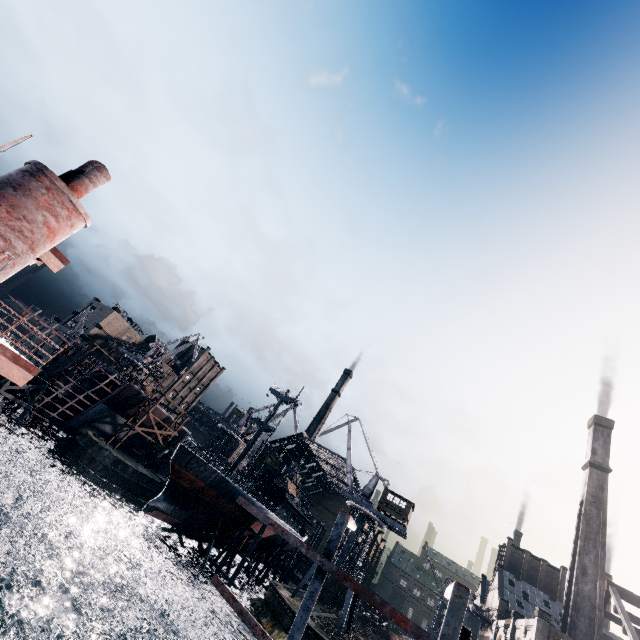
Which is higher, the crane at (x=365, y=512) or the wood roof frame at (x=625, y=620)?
the wood roof frame at (x=625, y=620)

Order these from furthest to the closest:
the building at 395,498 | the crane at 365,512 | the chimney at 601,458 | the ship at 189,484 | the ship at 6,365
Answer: the building at 395,498, the crane at 365,512, the ship at 189,484, the chimney at 601,458, the ship at 6,365

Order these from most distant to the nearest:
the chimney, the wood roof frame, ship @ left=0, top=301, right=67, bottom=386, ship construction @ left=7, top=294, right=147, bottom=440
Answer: ship construction @ left=7, top=294, right=147, bottom=440
the chimney
the wood roof frame
ship @ left=0, top=301, right=67, bottom=386

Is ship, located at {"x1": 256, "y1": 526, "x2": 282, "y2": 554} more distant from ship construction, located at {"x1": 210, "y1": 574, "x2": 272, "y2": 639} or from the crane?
ship construction, located at {"x1": 210, "y1": 574, "x2": 272, "y2": 639}

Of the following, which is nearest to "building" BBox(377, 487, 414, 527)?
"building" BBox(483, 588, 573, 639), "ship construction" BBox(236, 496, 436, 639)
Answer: "building" BBox(483, 588, 573, 639)

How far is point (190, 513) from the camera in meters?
40.8

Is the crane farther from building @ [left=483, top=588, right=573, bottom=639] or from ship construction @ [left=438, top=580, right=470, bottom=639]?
ship construction @ [left=438, top=580, right=470, bottom=639]

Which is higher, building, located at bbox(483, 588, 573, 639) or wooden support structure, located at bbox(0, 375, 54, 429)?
building, located at bbox(483, 588, 573, 639)
